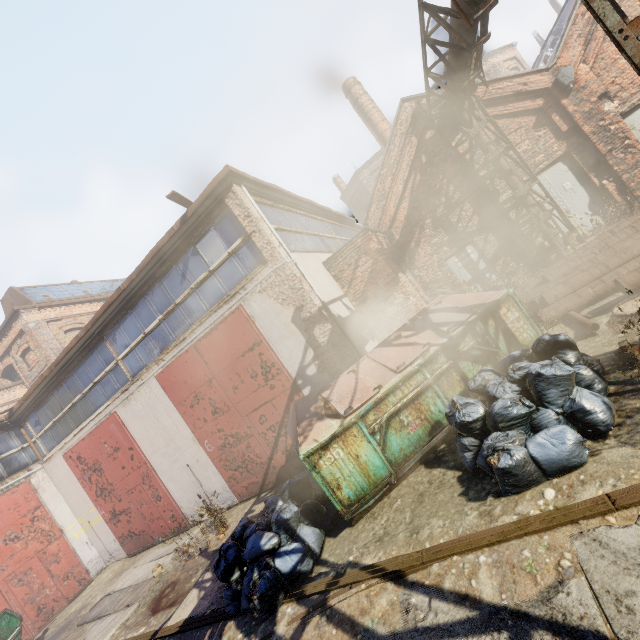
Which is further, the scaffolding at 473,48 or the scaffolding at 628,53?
the scaffolding at 473,48

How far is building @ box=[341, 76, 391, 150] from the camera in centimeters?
1716cm

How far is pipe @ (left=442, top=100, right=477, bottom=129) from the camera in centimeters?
980cm

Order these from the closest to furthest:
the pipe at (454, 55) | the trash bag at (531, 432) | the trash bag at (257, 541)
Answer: the trash bag at (531, 432)
the trash bag at (257, 541)
the pipe at (454, 55)

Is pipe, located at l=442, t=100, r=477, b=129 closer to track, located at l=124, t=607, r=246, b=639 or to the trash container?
track, located at l=124, t=607, r=246, b=639

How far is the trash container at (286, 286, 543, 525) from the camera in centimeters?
457cm

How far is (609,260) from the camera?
6.2m

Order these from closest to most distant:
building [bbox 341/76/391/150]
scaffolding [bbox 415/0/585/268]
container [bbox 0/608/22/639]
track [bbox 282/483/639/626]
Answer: track [bbox 282/483/639/626] → scaffolding [bbox 415/0/585/268] → container [bbox 0/608/22/639] → building [bbox 341/76/391/150]
